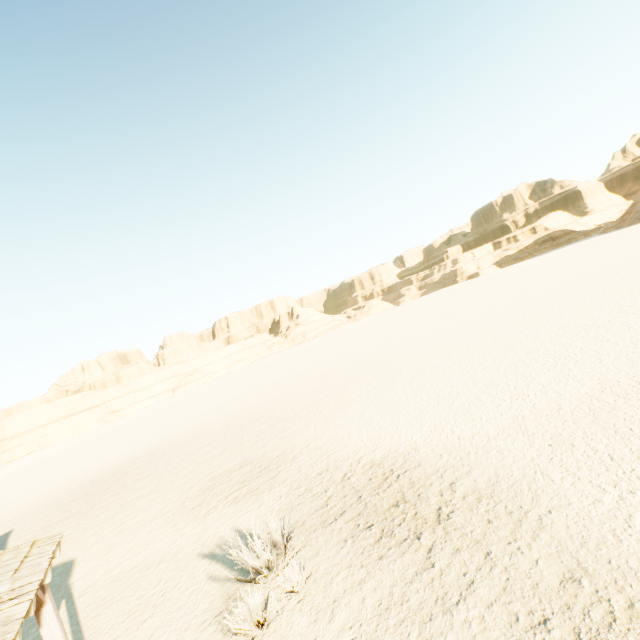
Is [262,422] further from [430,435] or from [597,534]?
[597,534]
